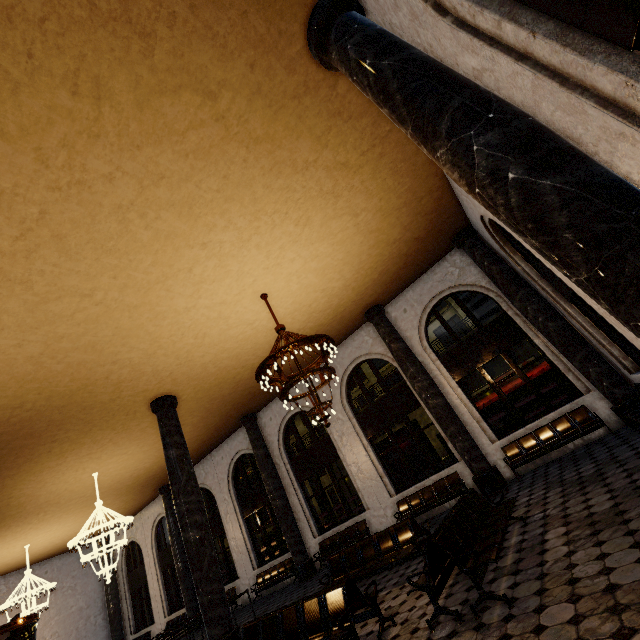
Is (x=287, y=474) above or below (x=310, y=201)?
below
